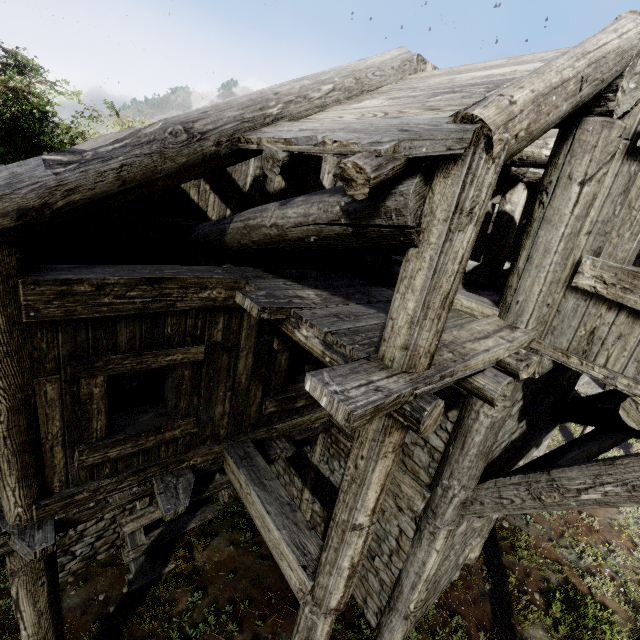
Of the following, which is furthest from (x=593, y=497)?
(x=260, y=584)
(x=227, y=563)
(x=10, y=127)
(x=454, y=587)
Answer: (x=10, y=127)
